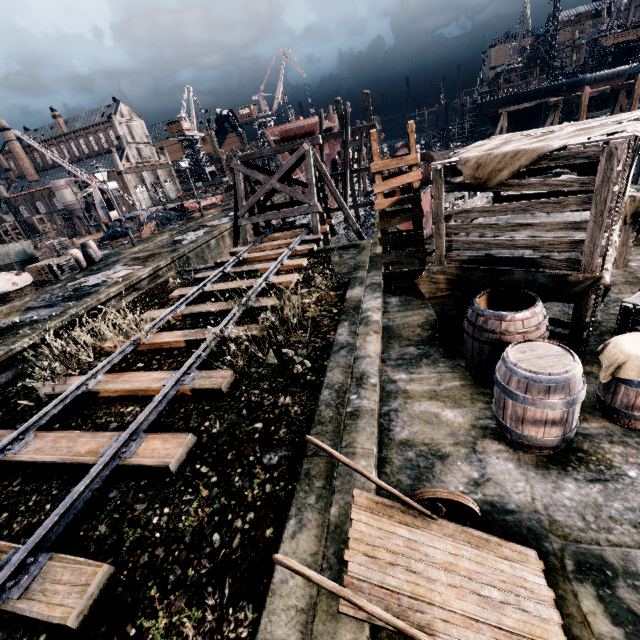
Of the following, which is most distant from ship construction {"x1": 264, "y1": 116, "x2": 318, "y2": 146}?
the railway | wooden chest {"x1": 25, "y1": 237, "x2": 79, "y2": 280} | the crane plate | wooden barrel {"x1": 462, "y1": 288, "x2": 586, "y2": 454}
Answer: wooden barrel {"x1": 462, "y1": 288, "x2": 586, "y2": 454}

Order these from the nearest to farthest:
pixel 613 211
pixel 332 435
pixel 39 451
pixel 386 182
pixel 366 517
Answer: pixel 366 517 < pixel 613 211 < pixel 332 435 < pixel 39 451 < pixel 386 182

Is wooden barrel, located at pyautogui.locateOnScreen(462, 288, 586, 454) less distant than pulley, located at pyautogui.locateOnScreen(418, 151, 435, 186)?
Yes

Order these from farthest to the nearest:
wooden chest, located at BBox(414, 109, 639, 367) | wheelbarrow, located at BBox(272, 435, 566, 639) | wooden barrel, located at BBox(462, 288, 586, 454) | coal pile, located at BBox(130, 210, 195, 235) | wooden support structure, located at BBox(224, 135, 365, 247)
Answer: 1. coal pile, located at BBox(130, 210, 195, 235)
2. wooden support structure, located at BBox(224, 135, 365, 247)
3. wooden chest, located at BBox(414, 109, 639, 367)
4. wooden barrel, located at BBox(462, 288, 586, 454)
5. wheelbarrow, located at BBox(272, 435, 566, 639)

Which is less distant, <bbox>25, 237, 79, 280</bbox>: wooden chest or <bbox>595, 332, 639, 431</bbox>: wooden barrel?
<bbox>595, 332, 639, 431</bbox>: wooden barrel

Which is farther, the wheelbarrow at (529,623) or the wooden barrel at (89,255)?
the wooden barrel at (89,255)

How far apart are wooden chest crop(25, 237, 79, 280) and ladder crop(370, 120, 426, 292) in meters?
19.7 m

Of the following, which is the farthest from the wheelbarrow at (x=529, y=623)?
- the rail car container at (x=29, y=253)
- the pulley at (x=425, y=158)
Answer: the rail car container at (x=29, y=253)
